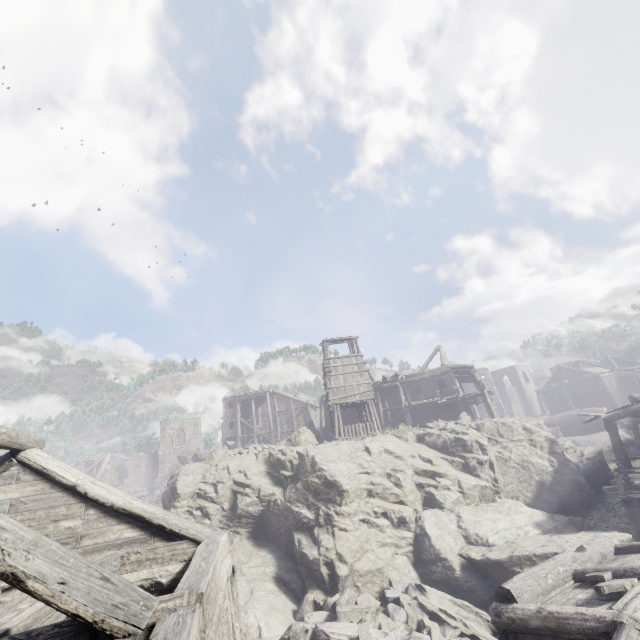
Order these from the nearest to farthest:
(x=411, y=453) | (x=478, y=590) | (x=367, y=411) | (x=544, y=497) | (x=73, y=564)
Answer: (x=73, y=564) < (x=478, y=590) < (x=411, y=453) < (x=544, y=497) < (x=367, y=411)

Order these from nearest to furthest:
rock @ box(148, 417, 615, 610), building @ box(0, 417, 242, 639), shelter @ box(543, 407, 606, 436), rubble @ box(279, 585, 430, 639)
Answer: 1. building @ box(0, 417, 242, 639)
2. rubble @ box(279, 585, 430, 639)
3. rock @ box(148, 417, 615, 610)
4. shelter @ box(543, 407, 606, 436)

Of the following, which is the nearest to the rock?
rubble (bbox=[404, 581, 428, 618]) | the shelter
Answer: rubble (bbox=[404, 581, 428, 618])

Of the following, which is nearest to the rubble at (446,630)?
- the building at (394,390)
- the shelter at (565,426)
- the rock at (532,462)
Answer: the rock at (532,462)

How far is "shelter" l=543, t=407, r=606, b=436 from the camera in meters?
37.1

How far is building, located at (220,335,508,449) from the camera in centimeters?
2578cm

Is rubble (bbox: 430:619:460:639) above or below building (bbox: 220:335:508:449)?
below

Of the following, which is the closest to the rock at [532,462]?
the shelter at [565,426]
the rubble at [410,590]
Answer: the rubble at [410,590]
